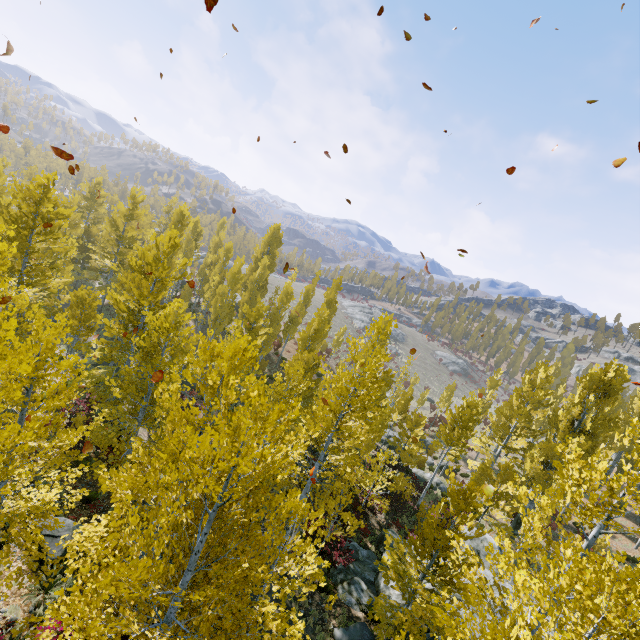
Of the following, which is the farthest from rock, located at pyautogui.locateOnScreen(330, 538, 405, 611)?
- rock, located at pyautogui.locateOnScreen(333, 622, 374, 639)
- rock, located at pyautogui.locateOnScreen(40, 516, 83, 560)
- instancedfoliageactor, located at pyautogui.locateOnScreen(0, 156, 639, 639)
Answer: rock, located at pyautogui.locateOnScreen(40, 516, 83, 560)

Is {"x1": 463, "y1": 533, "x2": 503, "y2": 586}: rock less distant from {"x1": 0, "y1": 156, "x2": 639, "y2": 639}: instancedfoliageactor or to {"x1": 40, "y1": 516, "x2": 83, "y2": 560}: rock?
{"x1": 0, "y1": 156, "x2": 639, "y2": 639}: instancedfoliageactor

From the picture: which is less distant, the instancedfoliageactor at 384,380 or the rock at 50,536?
the instancedfoliageactor at 384,380

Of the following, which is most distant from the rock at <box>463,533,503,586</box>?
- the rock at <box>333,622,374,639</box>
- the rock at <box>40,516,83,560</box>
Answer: the rock at <box>40,516,83,560</box>

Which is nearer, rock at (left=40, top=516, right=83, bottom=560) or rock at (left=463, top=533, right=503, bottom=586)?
rock at (left=40, top=516, right=83, bottom=560)

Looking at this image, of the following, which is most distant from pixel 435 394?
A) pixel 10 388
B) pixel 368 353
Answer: pixel 10 388

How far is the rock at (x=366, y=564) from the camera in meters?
13.4 m

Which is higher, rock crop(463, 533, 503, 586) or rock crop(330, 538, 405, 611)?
rock crop(463, 533, 503, 586)
